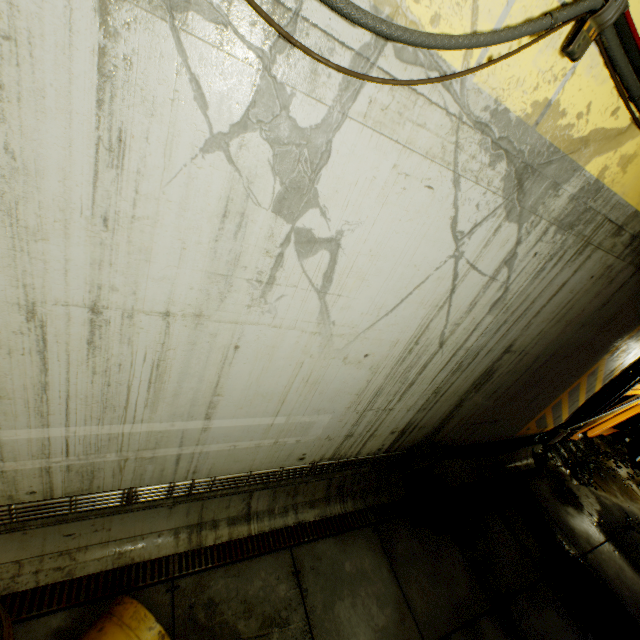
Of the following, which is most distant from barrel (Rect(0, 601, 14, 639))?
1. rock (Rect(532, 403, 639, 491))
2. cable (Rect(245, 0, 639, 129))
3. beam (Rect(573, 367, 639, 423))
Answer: beam (Rect(573, 367, 639, 423))

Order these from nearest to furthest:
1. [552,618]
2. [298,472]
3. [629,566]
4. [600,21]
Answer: [600,21]
[298,472]
[552,618]
[629,566]

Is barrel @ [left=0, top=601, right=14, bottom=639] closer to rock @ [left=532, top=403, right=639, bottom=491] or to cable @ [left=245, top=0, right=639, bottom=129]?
cable @ [left=245, top=0, right=639, bottom=129]

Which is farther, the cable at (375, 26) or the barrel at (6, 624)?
the barrel at (6, 624)

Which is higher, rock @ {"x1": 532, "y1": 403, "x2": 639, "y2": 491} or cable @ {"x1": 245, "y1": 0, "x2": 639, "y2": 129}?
cable @ {"x1": 245, "y1": 0, "x2": 639, "y2": 129}

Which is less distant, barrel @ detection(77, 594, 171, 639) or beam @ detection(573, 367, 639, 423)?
barrel @ detection(77, 594, 171, 639)

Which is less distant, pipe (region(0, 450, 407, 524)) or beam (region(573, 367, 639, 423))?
pipe (region(0, 450, 407, 524))

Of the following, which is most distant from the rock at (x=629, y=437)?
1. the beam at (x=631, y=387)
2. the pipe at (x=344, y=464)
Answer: the pipe at (x=344, y=464)
